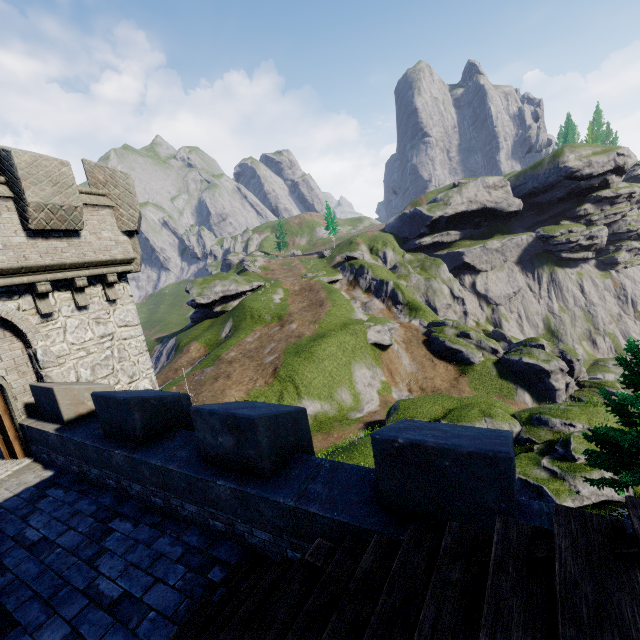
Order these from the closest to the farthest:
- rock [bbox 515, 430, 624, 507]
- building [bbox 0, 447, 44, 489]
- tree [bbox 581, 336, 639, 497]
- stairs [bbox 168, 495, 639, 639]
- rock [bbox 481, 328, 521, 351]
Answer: stairs [bbox 168, 495, 639, 639] → building [bbox 0, 447, 44, 489] → tree [bbox 581, 336, 639, 497] → rock [bbox 515, 430, 624, 507] → rock [bbox 481, 328, 521, 351]

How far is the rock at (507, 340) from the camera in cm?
5534

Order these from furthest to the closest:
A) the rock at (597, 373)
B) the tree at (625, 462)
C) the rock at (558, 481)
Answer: the rock at (597, 373)
the rock at (558, 481)
the tree at (625, 462)

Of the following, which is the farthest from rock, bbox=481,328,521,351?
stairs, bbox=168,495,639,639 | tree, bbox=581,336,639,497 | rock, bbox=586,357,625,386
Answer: stairs, bbox=168,495,639,639

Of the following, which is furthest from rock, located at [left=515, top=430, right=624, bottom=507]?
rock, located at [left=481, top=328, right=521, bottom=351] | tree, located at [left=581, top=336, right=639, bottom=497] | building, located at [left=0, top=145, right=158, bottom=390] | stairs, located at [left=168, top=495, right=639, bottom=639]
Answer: rock, located at [left=481, top=328, right=521, bottom=351]

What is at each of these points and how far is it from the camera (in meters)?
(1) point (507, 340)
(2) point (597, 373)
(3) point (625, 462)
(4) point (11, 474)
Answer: (1) rock, 55.41
(2) rock, 55.59
(3) tree, 11.38
(4) building, 7.77

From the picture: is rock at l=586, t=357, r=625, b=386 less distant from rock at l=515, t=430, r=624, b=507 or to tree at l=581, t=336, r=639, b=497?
rock at l=515, t=430, r=624, b=507

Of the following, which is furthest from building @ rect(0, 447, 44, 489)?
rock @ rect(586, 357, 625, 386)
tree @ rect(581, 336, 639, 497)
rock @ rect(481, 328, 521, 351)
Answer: rock @ rect(586, 357, 625, 386)
